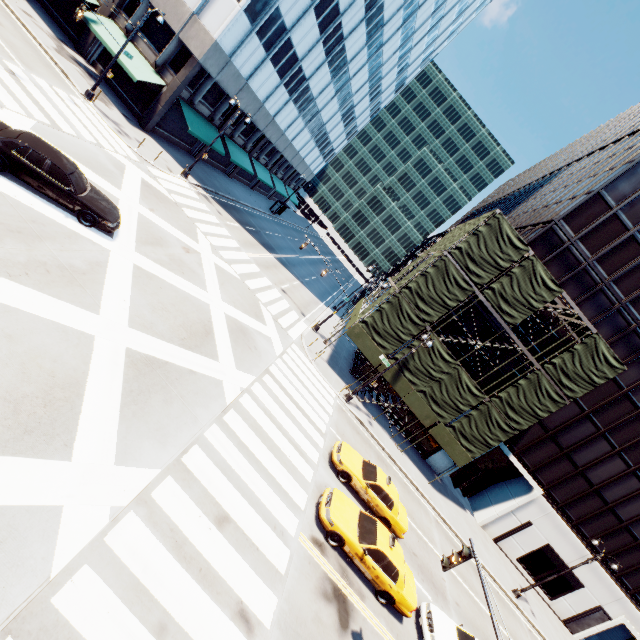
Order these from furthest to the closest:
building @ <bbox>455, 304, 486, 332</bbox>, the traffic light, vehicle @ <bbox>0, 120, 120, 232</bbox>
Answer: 1. building @ <bbox>455, 304, 486, 332</bbox>
2. vehicle @ <bbox>0, 120, 120, 232</bbox>
3. the traffic light

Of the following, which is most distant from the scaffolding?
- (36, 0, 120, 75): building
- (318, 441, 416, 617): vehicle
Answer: (36, 0, 120, 75): building

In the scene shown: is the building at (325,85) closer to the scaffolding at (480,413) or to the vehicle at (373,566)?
the scaffolding at (480,413)

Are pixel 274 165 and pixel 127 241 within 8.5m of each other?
no

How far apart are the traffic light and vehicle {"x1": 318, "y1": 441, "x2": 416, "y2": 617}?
4.3m

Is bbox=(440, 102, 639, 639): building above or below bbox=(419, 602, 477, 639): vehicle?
above

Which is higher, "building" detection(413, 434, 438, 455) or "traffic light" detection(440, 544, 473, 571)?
"traffic light" detection(440, 544, 473, 571)

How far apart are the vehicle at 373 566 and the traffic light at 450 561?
4.3 meters
